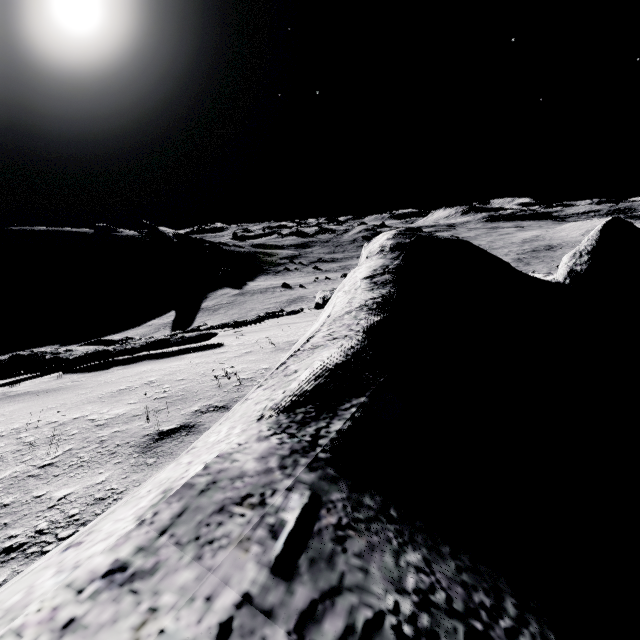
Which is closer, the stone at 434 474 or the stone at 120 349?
the stone at 434 474

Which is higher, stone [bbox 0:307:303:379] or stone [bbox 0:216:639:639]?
stone [bbox 0:216:639:639]

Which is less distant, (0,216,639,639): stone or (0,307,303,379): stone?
(0,216,639,639): stone

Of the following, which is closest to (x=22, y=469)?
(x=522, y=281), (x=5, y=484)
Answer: (x=5, y=484)

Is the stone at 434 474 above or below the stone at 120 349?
above
